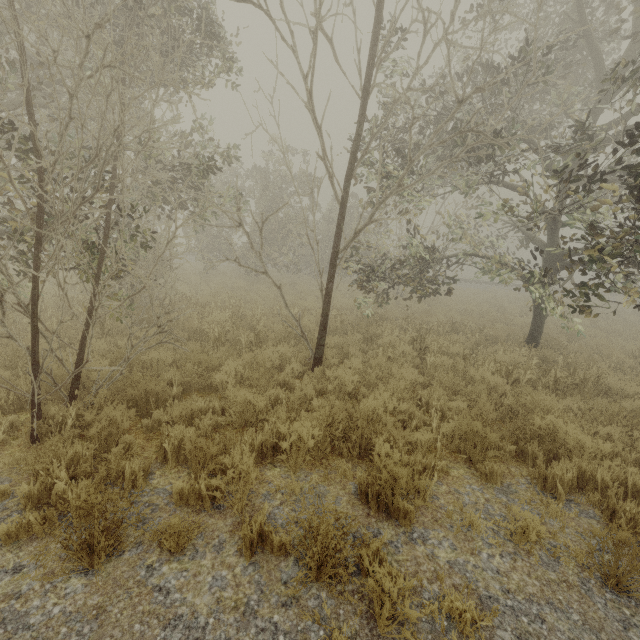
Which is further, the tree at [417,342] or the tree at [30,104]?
the tree at [417,342]

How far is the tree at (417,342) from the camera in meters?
7.6

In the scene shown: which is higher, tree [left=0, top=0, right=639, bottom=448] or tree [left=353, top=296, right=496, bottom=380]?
tree [left=0, top=0, right=639, bottom=448]

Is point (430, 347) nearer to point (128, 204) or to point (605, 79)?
point (605, 79)

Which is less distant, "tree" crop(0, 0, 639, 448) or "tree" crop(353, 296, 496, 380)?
"tree" crop(0, 0, 639, 448)

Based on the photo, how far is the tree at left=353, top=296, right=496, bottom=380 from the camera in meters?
7.6 m
